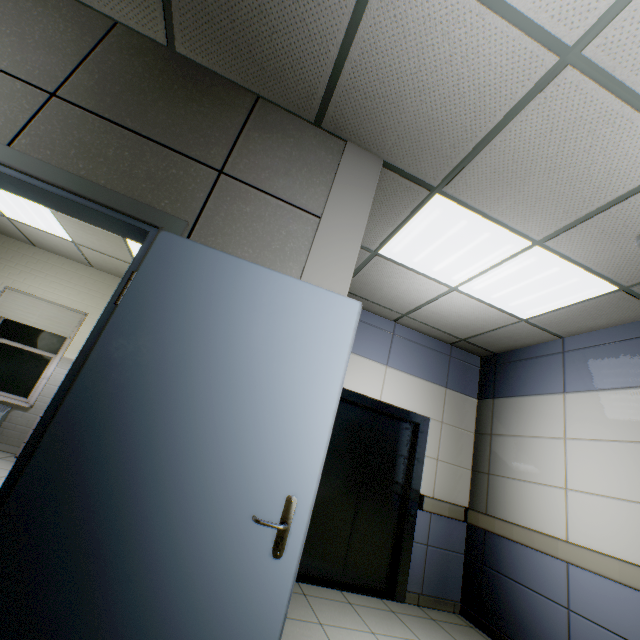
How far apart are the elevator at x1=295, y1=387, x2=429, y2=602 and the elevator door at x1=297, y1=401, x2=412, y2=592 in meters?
0.0 m

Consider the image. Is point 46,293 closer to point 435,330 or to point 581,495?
point 435,330

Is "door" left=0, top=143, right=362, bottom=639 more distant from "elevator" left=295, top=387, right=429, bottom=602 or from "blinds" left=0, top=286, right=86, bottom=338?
"blinds" left=0, top=286, right=86, bottom=338

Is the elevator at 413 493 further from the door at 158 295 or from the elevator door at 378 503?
the door at 158 295

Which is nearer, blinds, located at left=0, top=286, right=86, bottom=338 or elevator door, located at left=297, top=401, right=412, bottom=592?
elevator door, located at left=297, top=401, right=412, bottom=592

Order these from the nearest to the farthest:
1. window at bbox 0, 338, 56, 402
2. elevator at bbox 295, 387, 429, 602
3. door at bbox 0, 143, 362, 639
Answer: door at bbox 0, 143, 362, 639 < elevator at bbox 295, 387, 429, 602 < window at bbox 0, 338, 56, 402

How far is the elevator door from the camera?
3.7 meters

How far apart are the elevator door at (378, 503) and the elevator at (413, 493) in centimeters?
1cm
